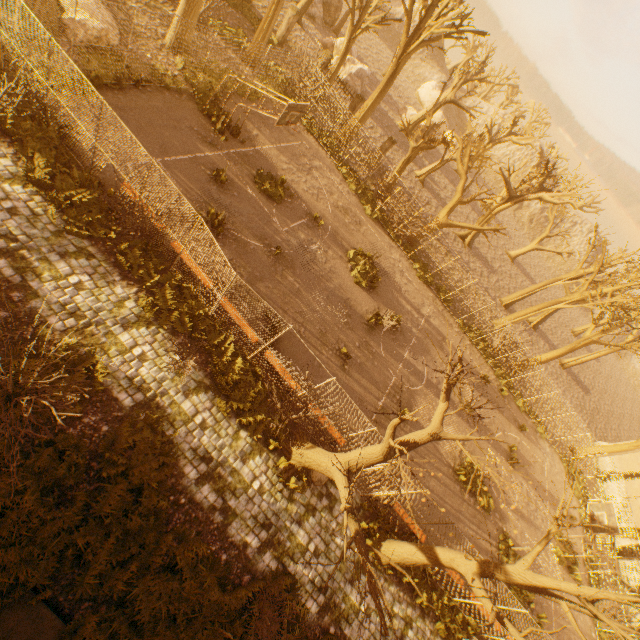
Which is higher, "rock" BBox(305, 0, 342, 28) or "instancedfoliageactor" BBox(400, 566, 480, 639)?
"rock" BBox(305, 0, 342, 28)

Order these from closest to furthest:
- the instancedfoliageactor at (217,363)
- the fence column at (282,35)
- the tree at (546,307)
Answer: the instancedfoliageactor at (217,363), the tree at (546,307), the fence column at (282,35)

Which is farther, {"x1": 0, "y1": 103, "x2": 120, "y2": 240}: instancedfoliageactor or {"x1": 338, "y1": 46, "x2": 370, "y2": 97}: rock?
{"x1": 338, "y1": 46, "x2": 370, "y2": 97}: rock

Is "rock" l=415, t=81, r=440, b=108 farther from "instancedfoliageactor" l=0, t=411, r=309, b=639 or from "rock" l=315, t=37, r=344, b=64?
"instancedfoliageactor" l=0, t=411, r=309, b=639

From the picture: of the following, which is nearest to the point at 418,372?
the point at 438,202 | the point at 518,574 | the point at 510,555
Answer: the point at 510,555

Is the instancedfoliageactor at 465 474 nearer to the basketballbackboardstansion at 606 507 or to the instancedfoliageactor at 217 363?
the basketballbackboardstansion at 606 507

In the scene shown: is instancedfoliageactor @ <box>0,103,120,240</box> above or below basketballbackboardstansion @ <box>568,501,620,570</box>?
below

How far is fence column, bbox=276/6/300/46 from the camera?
24.0 meters
